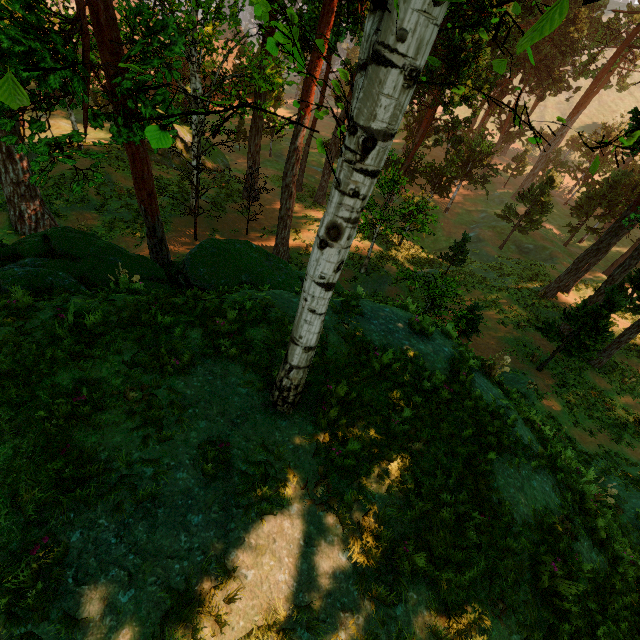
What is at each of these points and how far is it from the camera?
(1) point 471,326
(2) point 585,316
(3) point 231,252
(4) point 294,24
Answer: (1) treerock, 18.56m
(2) treerock, 16.88m
(3) rock, 10.67m
(4) treerock, 24.55m

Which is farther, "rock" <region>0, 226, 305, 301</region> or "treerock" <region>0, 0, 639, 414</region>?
"rock" <region>0, 226, 305, 301</region>

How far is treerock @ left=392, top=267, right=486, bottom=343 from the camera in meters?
9.7

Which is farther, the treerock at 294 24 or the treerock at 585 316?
the treerock at 585 316

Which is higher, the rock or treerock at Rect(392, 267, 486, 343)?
the rock

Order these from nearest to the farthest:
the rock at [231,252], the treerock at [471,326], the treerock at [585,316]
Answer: the rock at [231,252], the treerock at [471,326], the treerock at [585,316]

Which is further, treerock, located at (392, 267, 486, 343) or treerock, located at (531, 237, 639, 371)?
treerock, located at (531, 237, 639, 371)

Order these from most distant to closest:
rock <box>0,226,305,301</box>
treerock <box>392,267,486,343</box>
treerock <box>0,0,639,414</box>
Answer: treerock <box>392,267,486,343</box> < rock <box>0,226,305,301</box> < treerock <box>0,0,639,414</box>
